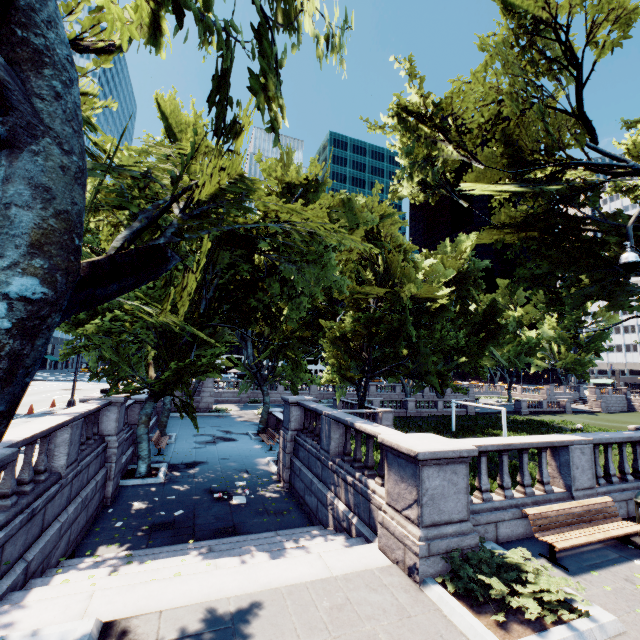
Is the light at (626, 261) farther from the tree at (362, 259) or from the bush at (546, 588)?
the tree at (362, 259)

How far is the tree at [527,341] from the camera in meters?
58.8 m

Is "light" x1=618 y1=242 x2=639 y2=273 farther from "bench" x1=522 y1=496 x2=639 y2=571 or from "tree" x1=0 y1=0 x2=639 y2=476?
"tree" x1=0 y1=0 x2=639 y2=476

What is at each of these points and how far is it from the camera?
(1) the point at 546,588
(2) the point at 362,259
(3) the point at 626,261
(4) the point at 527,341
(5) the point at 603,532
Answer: (1) bush, 5.49m
(2) tree, 36.91m
(3) light, 8.54m
(4) tree, 59.72m
(5) bench, 7.04m

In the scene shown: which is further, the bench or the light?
the light

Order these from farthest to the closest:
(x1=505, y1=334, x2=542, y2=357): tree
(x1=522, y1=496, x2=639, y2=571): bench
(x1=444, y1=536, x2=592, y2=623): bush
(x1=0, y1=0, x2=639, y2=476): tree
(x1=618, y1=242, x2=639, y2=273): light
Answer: (x1=505, y1=334, x2=542, y2=357): tree
(x1=618, y1=242, x2=639, y2=273): light
(x1=522, y1=496, x2=639, y2=571): bench
(x1=444, y1=536, x2=592, y2=623): bush
(x1=0, y1=0, x2=639, y2=476): tree

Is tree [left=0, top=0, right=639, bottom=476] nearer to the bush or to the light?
the light

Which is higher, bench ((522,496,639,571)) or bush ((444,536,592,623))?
bench ((522,496,639,571))
